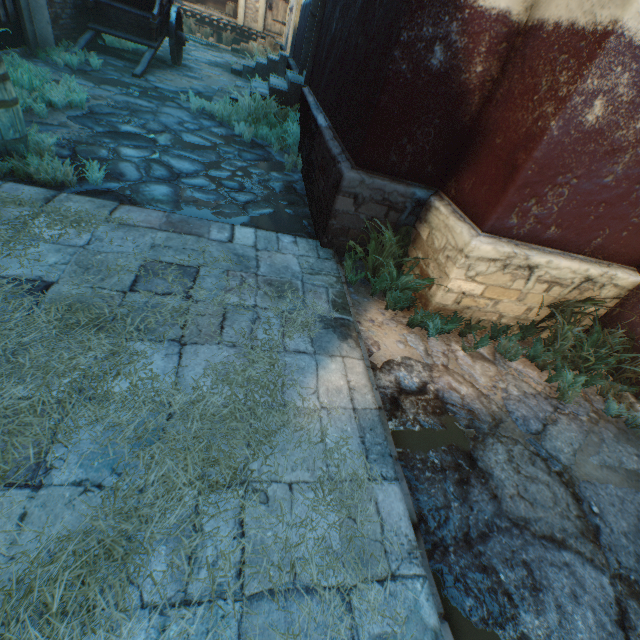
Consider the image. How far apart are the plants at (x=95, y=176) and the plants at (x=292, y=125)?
3.30m

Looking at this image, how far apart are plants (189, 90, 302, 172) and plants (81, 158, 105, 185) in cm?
330

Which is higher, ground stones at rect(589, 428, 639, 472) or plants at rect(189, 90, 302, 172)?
plants at rect(189, 90, 302, 172)

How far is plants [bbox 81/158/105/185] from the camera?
3.5m

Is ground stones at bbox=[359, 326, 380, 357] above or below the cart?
below

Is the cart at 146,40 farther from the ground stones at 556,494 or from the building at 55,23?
the ground stones at 556,494

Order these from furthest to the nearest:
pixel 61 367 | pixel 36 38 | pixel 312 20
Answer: pixel 312 20 < pixel 36 38 < pixel 61 367

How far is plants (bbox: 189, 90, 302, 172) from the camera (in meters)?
6.13
